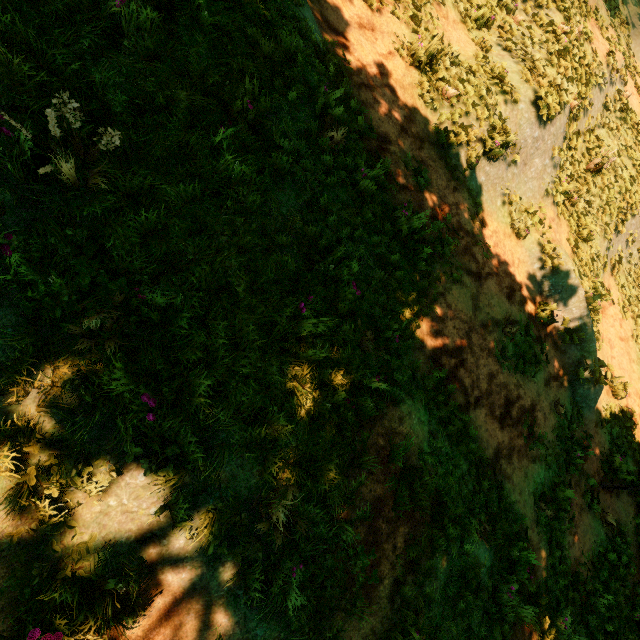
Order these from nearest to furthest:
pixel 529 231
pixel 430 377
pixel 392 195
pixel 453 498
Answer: pixel 453 498, pixel 430 377, pixel 392 195, pixel 529 231
